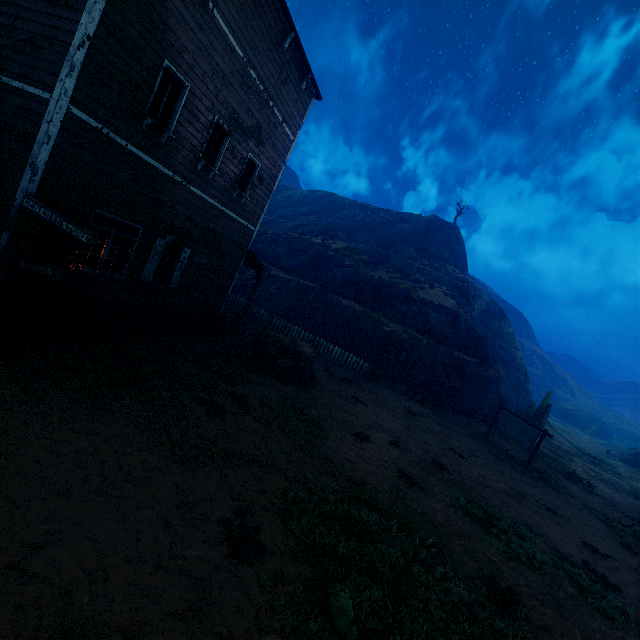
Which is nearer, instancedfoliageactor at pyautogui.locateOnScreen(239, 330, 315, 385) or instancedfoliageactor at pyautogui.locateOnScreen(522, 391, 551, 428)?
instancedfoliageactor at pyautogui.locateOnScreen(239, 330, 315, 385)

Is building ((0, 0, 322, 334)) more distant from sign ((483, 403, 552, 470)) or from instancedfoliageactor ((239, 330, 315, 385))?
sign ((483, 403, 552, 470))

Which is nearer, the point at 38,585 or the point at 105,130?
the point at 38,585

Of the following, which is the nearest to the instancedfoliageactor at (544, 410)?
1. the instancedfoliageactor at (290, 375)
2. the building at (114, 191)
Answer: the instancedfoliageactor at (290, 375)

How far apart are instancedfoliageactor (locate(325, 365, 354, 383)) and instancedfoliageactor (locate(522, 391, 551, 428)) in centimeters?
1556cm

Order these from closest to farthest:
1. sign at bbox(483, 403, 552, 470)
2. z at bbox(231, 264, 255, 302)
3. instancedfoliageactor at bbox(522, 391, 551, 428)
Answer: sign at bbox(483, 403, 552, 470) < instancedfoliageactor at bbox(522, 391, 551, 428) < z at bbox(231, 264, 255, 302)

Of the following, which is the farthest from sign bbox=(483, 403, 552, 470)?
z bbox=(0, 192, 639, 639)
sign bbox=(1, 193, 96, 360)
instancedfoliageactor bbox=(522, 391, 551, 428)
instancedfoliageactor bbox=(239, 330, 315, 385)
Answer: sign bbox=(1, 193, 96, 360)

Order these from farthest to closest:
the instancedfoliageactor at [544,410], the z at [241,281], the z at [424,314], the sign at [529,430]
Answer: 1. the z at [241,281]
2. the instancedfoliageactor at [544,410]
3. the sign at [529,430]
4. the z at [424,314]
